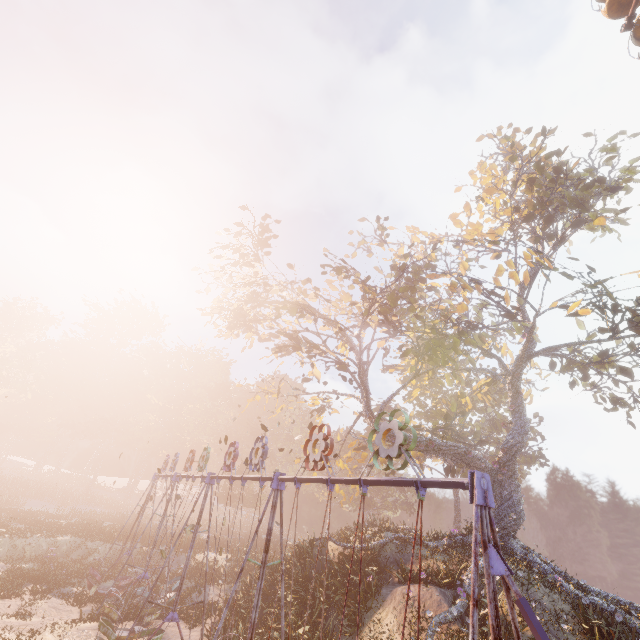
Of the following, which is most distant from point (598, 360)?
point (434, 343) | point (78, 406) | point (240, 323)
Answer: point (78, 406)

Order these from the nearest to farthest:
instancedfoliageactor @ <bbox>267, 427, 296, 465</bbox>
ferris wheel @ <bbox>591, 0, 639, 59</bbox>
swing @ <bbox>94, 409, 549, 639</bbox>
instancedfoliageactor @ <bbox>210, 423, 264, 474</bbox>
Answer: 1. swing @ <bbox>94, 409, 549, 639</bbox>
2. ferris wheel @ <bbox>591, 0, 639, 59</bbox>
3. instancedfoliageactor @ <bbox>210, 423, 264, 474</bbox>
4. instancedfoliageactor @ <bbox>267, 427, 296, 465</bbox>

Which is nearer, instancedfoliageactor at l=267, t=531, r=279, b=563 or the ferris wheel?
the ferris wheel

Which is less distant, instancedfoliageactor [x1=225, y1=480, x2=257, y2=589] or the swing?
the swing

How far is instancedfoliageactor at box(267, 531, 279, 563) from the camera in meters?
21.2 m

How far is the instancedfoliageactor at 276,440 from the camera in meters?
55.2 m

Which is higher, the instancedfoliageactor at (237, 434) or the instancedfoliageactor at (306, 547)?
the instancedfoliageactor at (237, 434)

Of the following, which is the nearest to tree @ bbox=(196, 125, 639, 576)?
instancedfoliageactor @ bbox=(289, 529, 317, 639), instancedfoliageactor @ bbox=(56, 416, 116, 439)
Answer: instancedfoliageactor @ bbox=(289, 529, 317, 639)
